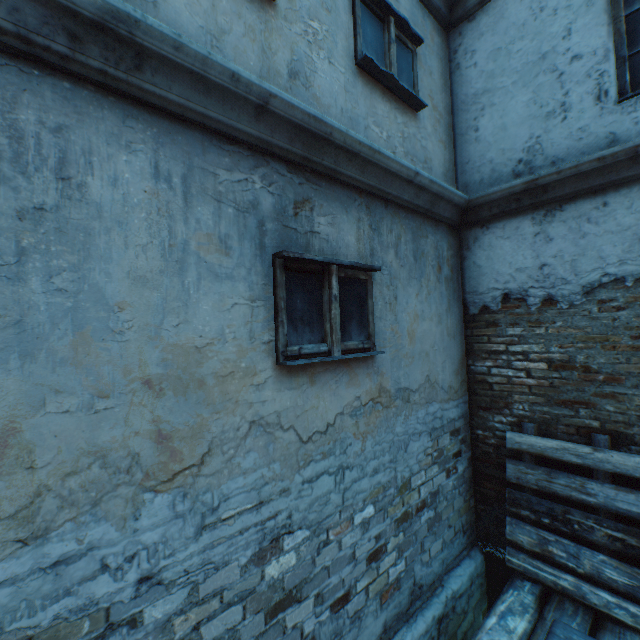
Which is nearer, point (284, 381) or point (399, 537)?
point (284, 381)

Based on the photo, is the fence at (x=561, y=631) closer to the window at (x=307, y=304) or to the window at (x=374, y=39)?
the window at (x=307, y=304)

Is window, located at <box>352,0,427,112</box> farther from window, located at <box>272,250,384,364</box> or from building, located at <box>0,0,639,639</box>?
window, located at <box>272,250,384,364</box>

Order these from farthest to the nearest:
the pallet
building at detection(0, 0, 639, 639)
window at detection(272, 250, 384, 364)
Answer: the pallet, window at detection(272, 250, 384, 364), building at detection(0, 0, 639, 639)

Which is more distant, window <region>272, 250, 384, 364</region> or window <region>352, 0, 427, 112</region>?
window <region>352, 0, 427, 112</region>

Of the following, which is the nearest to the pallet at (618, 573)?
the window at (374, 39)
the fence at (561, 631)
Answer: the fence at (561, 631)

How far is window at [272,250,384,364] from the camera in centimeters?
211cm

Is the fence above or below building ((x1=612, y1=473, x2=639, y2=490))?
below
